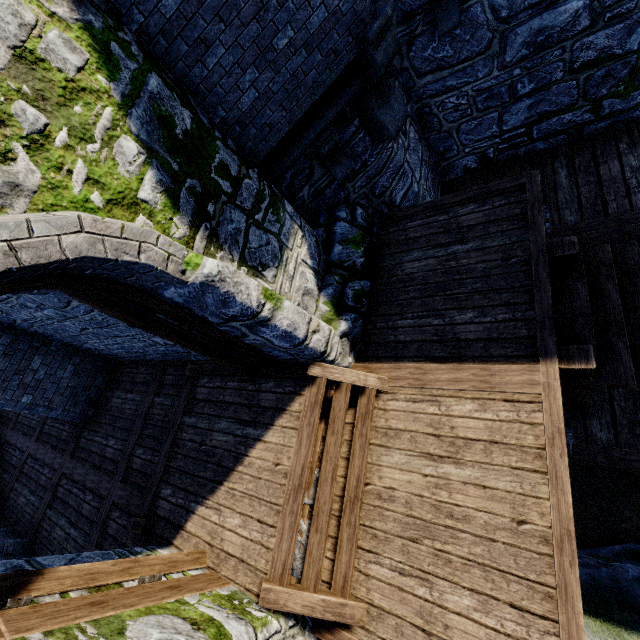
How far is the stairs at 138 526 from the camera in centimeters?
501cm

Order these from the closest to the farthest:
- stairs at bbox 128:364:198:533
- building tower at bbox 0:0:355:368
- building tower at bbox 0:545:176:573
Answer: building tower at bbox 0:0:355:368, building tower at bbox 0:545:176:573, stairs at bbox 128:364:198:533

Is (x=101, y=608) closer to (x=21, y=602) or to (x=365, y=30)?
(x=21, y=602)

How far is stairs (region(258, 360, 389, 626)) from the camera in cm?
340

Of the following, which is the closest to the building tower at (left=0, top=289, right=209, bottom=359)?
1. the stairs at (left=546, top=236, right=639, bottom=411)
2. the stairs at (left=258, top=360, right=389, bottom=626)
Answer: the stairs at (left=258, top=360, right=389, bottom=626)

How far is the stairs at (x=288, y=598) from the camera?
3.40m

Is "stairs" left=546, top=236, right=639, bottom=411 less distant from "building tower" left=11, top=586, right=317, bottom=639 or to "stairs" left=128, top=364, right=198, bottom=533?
"building tower" left=11, top=586, right=317, bottom=639
